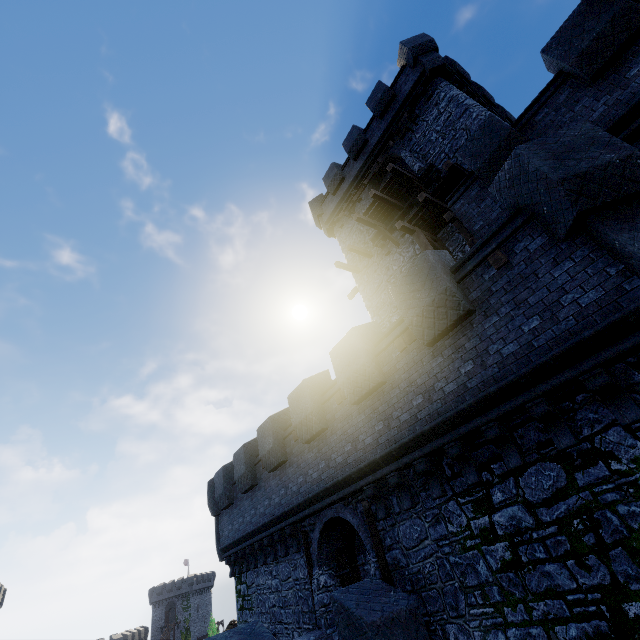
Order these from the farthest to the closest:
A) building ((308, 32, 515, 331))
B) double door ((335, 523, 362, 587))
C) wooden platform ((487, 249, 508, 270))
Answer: building ((308, 32, 515, 331)), double door ((335, 523, 362, 587)), wooden platform ((487, 249, 508, 270))

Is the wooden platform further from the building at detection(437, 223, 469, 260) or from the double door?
the double door

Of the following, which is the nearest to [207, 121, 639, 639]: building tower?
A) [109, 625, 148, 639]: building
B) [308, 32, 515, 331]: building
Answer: [308, 32, 515, 331]: building

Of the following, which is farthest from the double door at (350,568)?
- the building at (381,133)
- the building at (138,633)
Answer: the building at (138,633)

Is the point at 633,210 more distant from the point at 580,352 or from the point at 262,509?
the point at 262,509

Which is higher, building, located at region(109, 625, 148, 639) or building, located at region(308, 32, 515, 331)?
building, located at region(308, 32, 515, 331)

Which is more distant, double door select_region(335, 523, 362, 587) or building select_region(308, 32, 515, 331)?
building select_region(308, 32, 515, 331)

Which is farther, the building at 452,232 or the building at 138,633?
the building at 138,633
